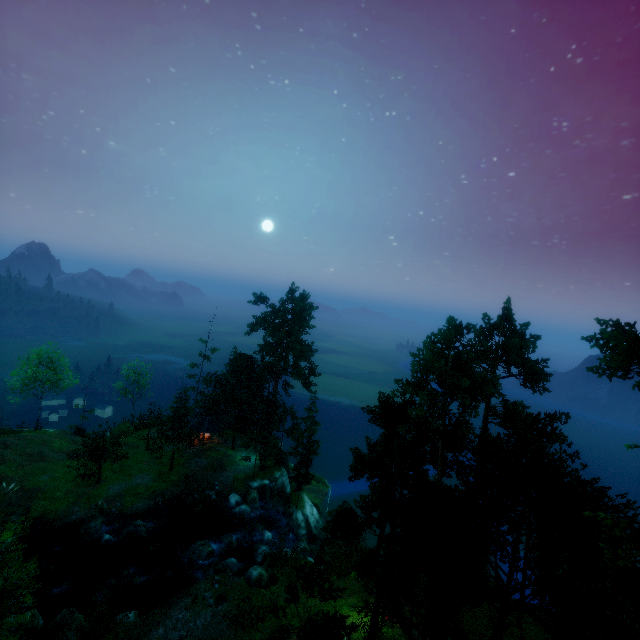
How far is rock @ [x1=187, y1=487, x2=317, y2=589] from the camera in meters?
27.7 m

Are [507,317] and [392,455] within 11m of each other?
no

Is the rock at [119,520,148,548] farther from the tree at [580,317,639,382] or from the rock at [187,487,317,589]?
the tree at [580,317,639,382]

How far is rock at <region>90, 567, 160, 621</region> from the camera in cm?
2588

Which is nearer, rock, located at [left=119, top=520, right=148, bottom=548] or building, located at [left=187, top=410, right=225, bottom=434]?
rock, located at [left=119, top=520, right=148, bottom=548]

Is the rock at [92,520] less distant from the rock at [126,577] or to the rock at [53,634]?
the rock at [126,577]

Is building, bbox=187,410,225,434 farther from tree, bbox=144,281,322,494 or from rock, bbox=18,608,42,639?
rock, bbox=18,608,42,639

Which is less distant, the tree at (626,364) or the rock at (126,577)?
the tree at (626,364)
